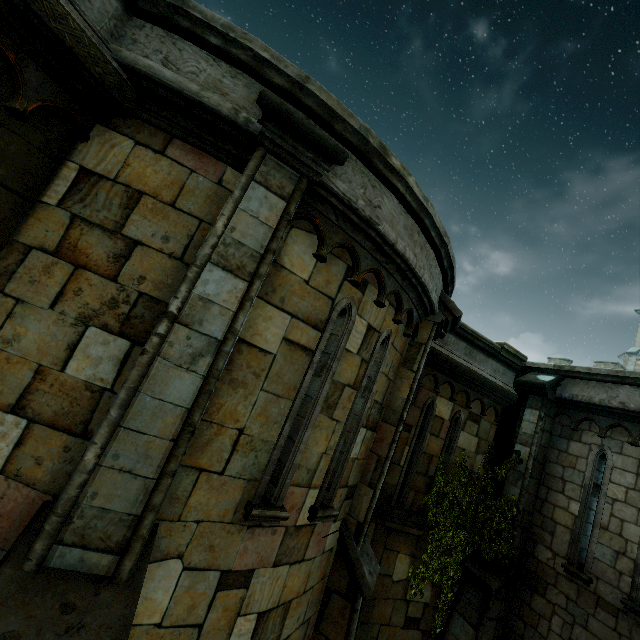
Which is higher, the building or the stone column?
the building

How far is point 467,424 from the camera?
8.02m

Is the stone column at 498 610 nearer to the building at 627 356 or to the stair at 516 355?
the stair at 516 355

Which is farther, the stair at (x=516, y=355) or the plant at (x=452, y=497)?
the stair at (x=516, y=355)

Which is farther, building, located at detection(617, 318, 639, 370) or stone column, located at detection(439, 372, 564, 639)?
building, located at detection(617, 318, 639, 370)

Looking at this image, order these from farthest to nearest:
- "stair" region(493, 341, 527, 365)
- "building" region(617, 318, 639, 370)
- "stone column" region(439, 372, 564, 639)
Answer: "building" region(617, 318, 639, 370) < "stair" region(493, 341, 527, 365) < "stone column" region(439, 372, 564, 639)

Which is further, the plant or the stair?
the stair

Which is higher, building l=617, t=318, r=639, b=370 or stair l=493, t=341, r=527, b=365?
building l=617, t=318, r=639, b=370
